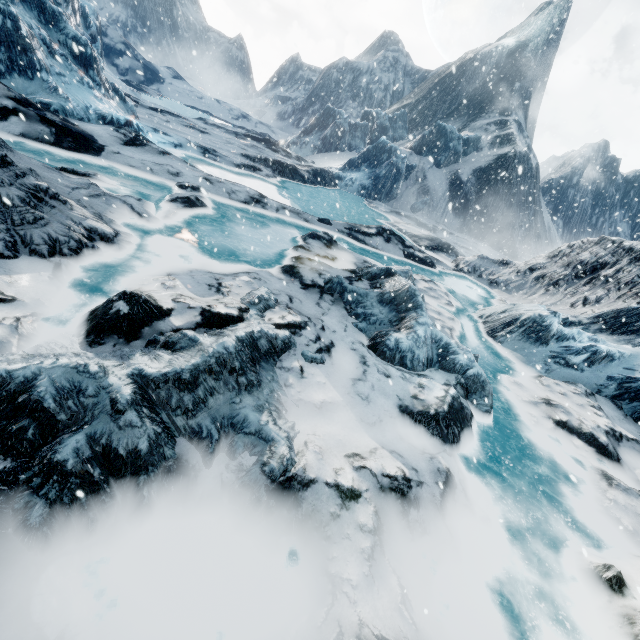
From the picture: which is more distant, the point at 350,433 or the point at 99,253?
the point at 99,253
